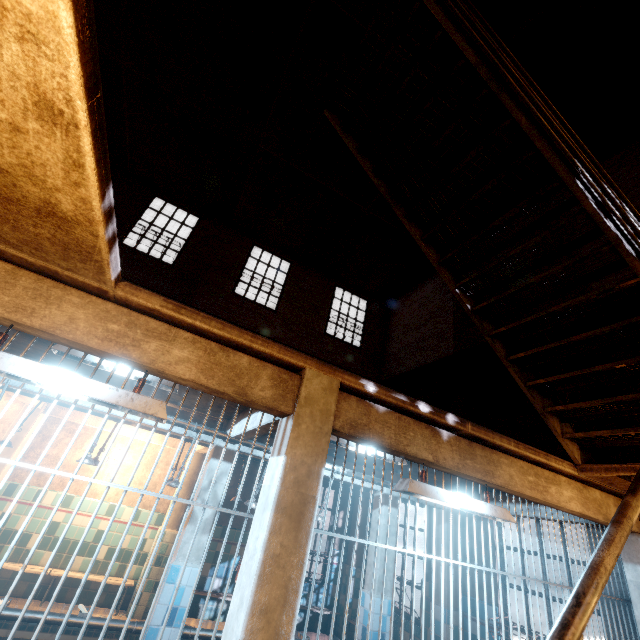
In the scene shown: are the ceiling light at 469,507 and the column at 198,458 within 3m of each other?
no

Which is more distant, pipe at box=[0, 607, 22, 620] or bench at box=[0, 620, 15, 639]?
bench at box=[0, 620, 15, 639]

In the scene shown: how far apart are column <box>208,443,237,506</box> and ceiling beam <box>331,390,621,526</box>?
2.80m

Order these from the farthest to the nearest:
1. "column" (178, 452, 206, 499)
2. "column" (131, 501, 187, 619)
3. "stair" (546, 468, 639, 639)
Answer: "column" (178, 452, 206, 499) < "column" (131, 501, 187, 619) < "stair" (546, 468, 639, 639)

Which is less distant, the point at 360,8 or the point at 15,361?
the point at 15,361

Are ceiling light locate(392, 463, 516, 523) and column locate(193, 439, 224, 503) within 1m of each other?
no

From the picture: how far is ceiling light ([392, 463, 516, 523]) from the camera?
2.5 meters

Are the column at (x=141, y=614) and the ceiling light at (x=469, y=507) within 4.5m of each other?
no
